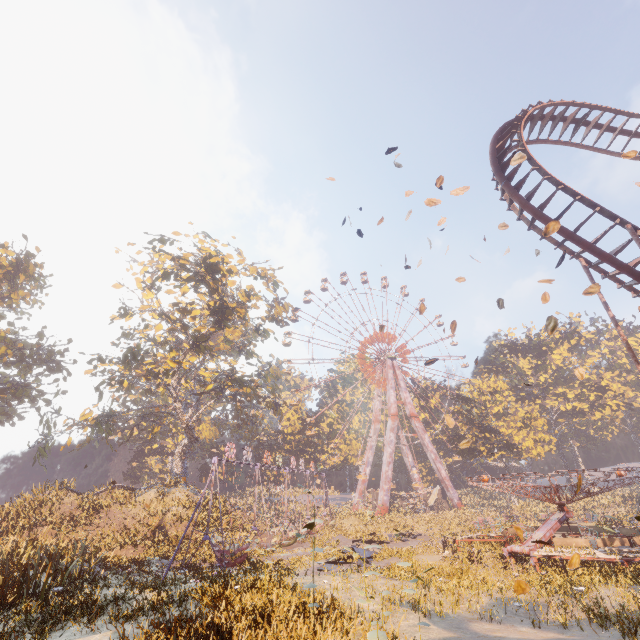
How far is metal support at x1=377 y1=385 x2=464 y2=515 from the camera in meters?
49.1

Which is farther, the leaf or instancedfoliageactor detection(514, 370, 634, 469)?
instancedfoliageactor detection(514, 370, 634, 469)

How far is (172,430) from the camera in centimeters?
5812cm

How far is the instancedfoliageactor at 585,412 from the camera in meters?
52.0 m

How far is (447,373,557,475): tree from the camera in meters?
45.2 m

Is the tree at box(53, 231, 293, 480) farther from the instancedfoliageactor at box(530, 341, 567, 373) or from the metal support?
the instancedfoliageactor at box(530, 341, 567, 373)

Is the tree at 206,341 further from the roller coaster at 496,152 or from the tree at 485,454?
the tree at 485,454

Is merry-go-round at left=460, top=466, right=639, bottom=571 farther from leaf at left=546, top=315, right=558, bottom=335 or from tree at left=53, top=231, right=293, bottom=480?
tree at left=53, top=231, right=293, bottom=480
